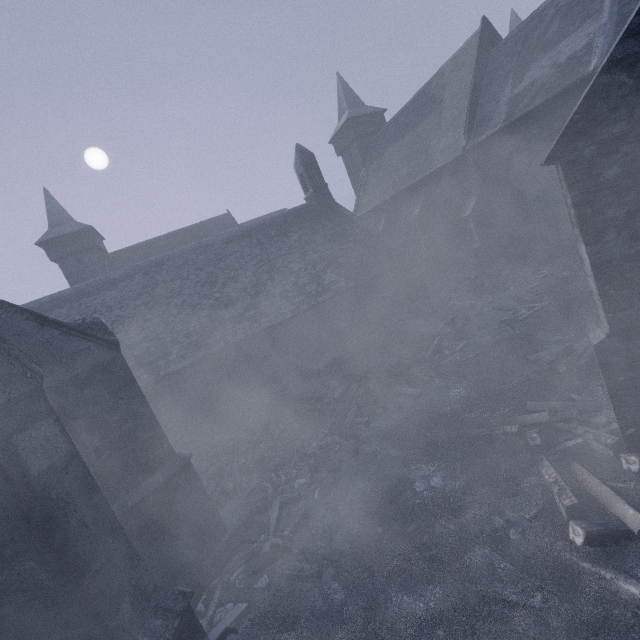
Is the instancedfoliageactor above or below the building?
below

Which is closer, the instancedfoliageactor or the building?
the building

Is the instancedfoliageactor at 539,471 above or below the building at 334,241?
below

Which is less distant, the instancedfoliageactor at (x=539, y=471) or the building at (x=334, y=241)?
the building at (x=334, y=241)

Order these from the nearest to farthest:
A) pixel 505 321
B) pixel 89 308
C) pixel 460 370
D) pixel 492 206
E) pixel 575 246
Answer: pixel 460 370 < pixel 505 321 < pixel 575 246 < pixel 89 308 < pixel 492 206
